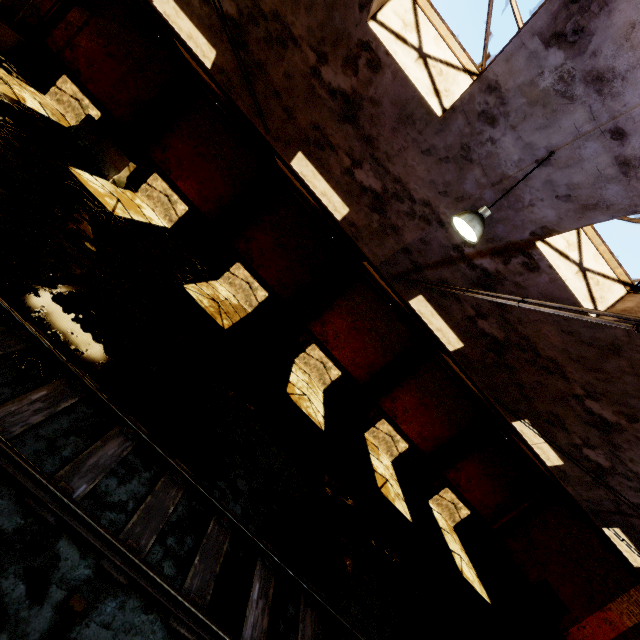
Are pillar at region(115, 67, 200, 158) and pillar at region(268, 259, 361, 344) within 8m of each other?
no

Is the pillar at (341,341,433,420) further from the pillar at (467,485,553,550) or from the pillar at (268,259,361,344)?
the pillar at (467,485,553,550)

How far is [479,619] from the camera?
10.6m

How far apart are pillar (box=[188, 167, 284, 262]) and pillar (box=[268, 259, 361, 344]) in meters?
4.2

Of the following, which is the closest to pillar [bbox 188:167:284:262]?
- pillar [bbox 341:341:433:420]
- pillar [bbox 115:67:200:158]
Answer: pillar [bbox 115:67:200:158]

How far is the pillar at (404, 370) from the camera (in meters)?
14.66

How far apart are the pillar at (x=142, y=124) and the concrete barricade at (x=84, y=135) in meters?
0.8 m

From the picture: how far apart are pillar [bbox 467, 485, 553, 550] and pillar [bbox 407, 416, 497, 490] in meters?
4.2 m
